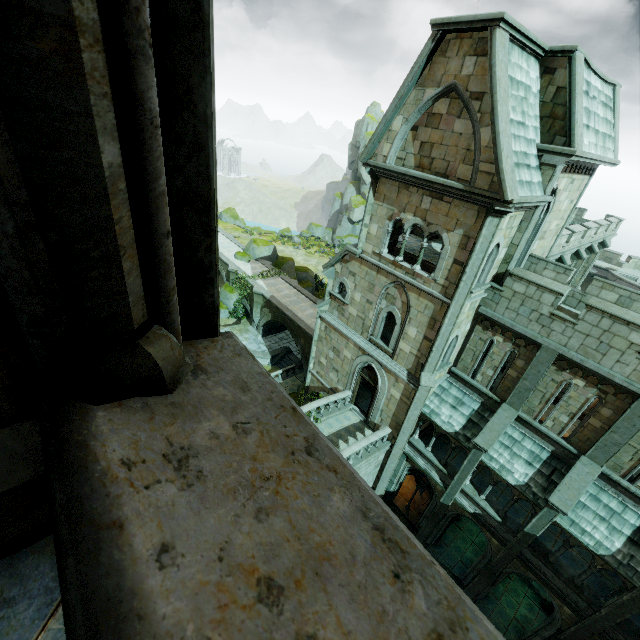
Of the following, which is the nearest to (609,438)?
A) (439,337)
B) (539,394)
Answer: (539,394)

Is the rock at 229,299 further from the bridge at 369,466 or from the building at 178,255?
the bridge at 369,466

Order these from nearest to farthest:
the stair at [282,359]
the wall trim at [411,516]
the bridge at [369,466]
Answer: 1. the bridge at [369,466]
2. the wall trim at [411,516]
3. the stair at [282,359]

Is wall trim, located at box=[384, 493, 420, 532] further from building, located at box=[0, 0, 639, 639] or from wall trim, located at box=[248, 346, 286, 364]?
wall trim, located at box=[248, 346, 286, 364]

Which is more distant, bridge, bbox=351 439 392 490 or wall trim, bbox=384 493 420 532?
wall trim, bbox=384 493 420 532

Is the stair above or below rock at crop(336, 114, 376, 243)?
below

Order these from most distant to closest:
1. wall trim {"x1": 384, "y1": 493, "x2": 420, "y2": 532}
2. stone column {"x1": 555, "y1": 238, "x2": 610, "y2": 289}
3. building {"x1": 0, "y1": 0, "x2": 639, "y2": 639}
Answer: wall trim {"x1": 384, "y1": 493, "x2": 420, "y2": 532} < stone column {"x1": 555, "y1": 238, "x2": 610, "y2": 289} < building {"x1": 0, "y1": 0, "x2": 639, "y2": 639}

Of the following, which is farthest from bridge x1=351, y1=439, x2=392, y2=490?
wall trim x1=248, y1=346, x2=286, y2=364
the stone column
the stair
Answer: the stone column
